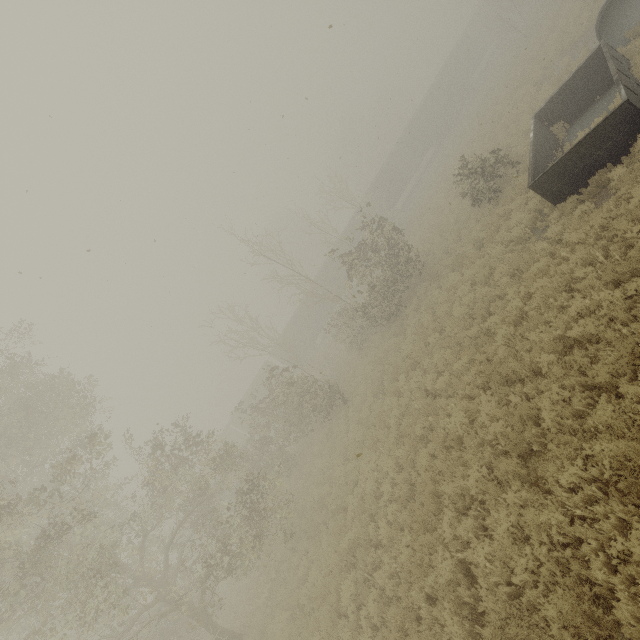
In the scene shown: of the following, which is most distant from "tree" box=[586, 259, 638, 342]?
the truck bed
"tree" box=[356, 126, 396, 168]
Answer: "tree" box=[356, 126, 396, 168]

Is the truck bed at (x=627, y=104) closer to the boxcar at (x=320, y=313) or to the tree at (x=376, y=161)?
the boxcar at (x=320, y=313)

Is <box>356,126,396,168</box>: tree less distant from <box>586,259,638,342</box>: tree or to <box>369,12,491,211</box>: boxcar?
<box>369,12,491,211</box>: boxcar

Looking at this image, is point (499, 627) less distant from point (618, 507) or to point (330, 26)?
point (618, 507)

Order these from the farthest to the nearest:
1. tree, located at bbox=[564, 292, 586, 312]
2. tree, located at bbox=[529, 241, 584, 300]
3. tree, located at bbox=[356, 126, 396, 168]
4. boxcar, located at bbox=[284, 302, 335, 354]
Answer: tree, located at bbox=[356, 126, 396, 168] → boxcar, located at bbox=[284, 302, 335, 354] → tree, located at bbox=[529, 241, 584, 300] → tree, located at bbox=[564, 292, 586, 312]

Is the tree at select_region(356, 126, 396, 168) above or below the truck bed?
above

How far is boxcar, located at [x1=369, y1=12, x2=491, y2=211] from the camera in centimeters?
3897cm

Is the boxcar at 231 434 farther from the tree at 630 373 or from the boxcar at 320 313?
the tree at 630 373
